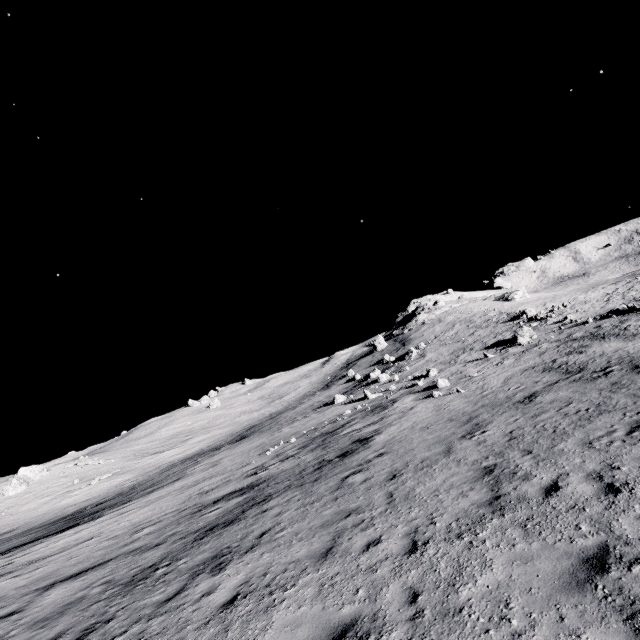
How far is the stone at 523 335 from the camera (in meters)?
30.73

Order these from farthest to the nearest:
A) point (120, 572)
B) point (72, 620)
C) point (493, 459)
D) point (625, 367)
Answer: point (625, 367) < point (120, 572) < point (493, 459) < point (72, 620)

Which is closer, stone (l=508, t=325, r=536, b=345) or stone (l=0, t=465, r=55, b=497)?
stone (l=508, t=325, r=536, b=345)

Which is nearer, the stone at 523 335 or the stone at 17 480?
the stone at 523 335

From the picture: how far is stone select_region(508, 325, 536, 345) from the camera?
30.7 meters

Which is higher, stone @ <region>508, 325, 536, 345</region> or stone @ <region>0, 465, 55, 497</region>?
stone @ <region>0, 465, 55, 497</region>
